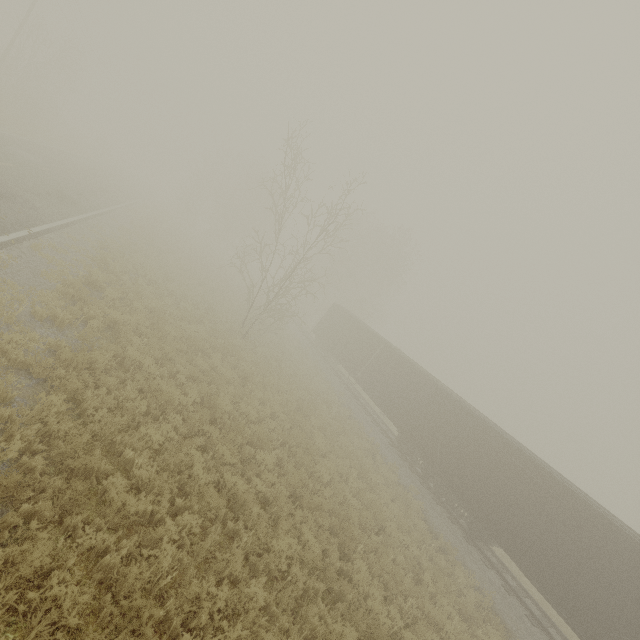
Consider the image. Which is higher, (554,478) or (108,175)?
(554,478)
